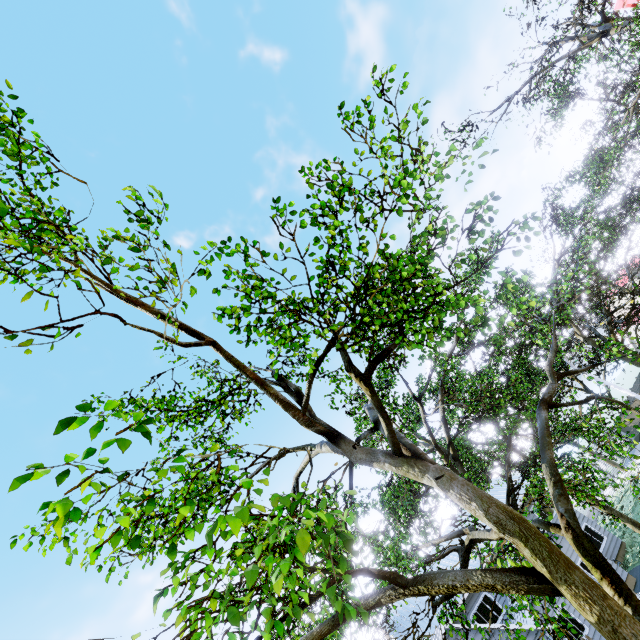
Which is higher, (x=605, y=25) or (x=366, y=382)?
(x=605, y=25)

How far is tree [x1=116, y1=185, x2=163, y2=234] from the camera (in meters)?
3.83

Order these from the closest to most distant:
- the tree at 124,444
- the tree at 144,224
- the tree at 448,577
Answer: the tree at 124,444 → the tree at 448,577 → the tree at 144,224

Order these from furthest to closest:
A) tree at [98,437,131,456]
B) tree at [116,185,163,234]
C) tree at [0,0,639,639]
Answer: tree at [116,185,163,234]
tree at [0,0,639,639]
tree at [98,437,131,456]

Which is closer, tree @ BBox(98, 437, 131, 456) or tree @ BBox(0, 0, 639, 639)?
tree @ BBox(98, 437, 131, 456)

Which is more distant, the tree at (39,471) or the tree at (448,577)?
the tree at (448,577)
